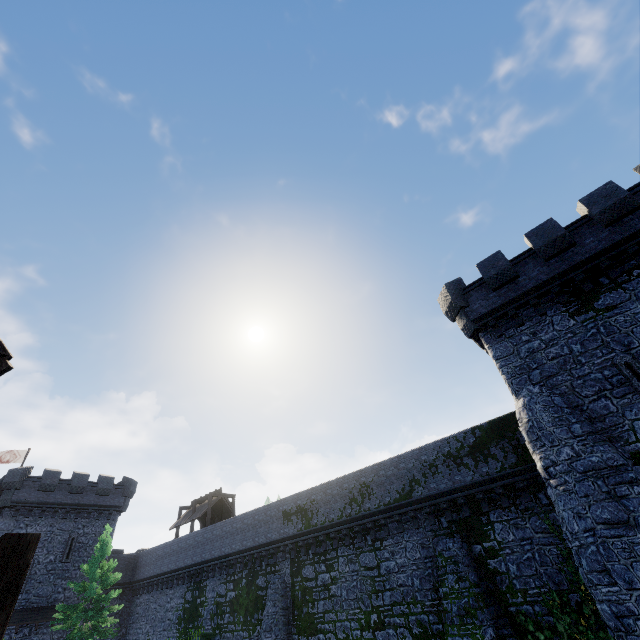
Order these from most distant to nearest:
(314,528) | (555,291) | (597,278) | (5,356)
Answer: (314,528) < (555,291) < (597,278) < (5,356)

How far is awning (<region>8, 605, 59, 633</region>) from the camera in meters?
26.2 m

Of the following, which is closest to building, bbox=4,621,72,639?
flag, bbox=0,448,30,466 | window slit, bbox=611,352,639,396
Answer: flag, bbox=0,448,30,466

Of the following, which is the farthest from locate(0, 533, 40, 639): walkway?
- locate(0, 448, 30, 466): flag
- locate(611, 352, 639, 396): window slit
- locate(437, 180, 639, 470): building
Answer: locate(0, 448, 30, 466): flag

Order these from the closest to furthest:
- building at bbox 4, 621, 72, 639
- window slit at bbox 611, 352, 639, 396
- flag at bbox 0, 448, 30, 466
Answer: window slit at bbox 611, 352, 639, 396
building at bbox 4, 621, 72, 639
flag at bbox 0, 448, 30, 466

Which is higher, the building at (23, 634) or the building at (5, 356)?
→ the building at (5, 356)

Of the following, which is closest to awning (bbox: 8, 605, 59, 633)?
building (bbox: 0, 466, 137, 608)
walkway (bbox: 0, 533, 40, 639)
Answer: building (bbox: 0, 466, 137, 608)

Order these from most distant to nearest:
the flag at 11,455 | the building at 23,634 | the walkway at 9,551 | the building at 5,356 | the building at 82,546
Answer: the flag at 11,455
the building at 82,546
the building at 23,634
the building at 5,356
the walkway at 9,551
